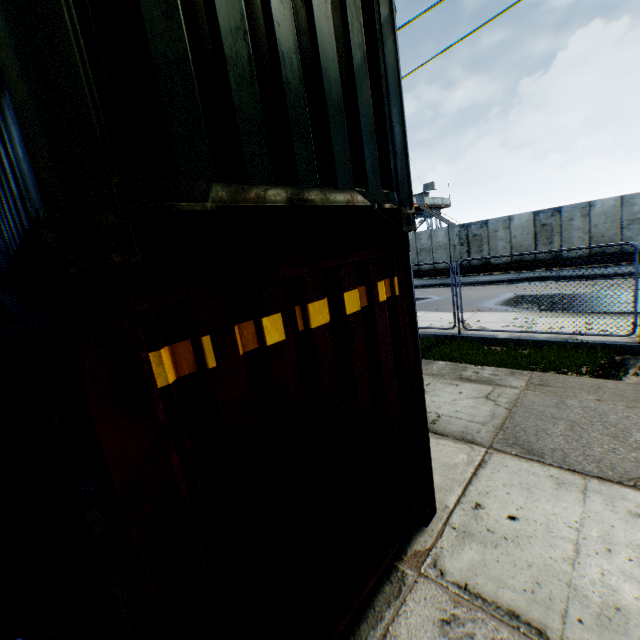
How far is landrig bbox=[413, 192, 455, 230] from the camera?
31.8 meters

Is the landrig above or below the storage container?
above

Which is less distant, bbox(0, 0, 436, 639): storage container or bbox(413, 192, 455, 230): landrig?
bbox(0, 0, 436, 639): storage container

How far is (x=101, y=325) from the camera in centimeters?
122cm

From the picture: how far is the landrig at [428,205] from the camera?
31.80m

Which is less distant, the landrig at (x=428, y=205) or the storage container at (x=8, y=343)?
the storage container at (x=8, y=343)
